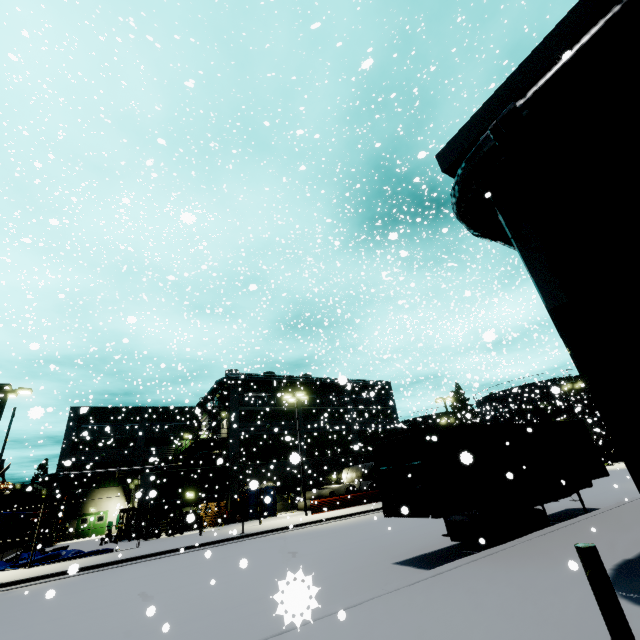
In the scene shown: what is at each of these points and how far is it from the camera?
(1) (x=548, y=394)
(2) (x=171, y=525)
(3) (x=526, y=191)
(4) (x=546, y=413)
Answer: (1) silo, 48.3 meters
(2) forklift, 26.3 meters
(3) tree, 7.6 meters
(4) tree, 47.5 meters

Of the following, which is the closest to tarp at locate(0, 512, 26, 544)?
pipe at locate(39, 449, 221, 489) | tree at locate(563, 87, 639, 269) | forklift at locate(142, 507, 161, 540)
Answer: pipe at locate(39, 449, 221, 489)

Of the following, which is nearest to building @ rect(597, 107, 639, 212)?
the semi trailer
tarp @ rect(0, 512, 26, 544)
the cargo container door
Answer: the semi trailer

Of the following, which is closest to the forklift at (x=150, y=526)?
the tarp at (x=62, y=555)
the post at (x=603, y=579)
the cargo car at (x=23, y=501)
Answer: the tarp at (x=62, y=555)

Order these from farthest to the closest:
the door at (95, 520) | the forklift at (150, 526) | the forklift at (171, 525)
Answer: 1. the door at (95, 520)
2. the forklift at (171, 525)
3. the forklift at (150, 526)

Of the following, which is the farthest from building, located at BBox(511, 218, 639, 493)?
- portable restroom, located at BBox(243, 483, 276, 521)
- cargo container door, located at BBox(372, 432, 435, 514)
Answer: cargo container door, located at BBox(372, 432, 435, 514)

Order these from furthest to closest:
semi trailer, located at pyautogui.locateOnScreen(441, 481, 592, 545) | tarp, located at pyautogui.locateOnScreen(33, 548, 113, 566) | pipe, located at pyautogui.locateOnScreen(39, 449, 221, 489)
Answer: pipe, located at pyautogui.locateOnScreen(39, 449, 221, 489), tarp, located at pyautogui.locateOnScreen(33, 548, 113, 566), semi trailer, located at pyautogui.locateOnScreen(441, 481, 592, 545)

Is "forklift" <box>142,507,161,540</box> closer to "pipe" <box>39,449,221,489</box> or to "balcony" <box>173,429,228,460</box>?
"balcony" <box>173,429,228,460</box>
